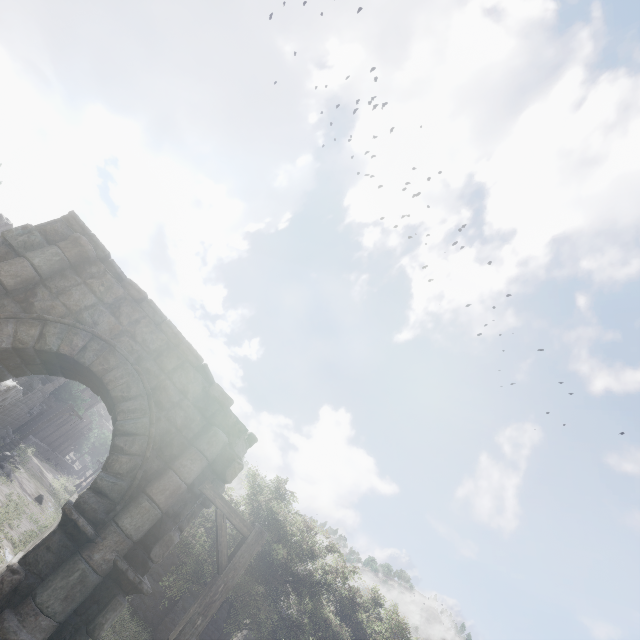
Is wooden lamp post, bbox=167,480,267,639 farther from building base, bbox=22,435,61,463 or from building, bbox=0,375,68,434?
building base, bbox=22,435,61,463

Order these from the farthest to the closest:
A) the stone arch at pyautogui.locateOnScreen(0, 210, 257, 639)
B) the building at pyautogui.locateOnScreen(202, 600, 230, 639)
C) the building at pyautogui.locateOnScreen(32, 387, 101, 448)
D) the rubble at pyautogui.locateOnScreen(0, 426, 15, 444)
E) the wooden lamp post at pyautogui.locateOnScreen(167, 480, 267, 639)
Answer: the building at pyautogui.locateOnScreen(32, 387, 101, 448) < the rubble at pyautogui.locateOnScreen(0, 426, 15, 444) < the building at pyautogui.locateOnScreen(202, 600, 230, 639) < the stone arch at pyautogui.locateOnScreen(0, 210, 257, 639) < the wooden lamp post at pyautogui.locateOnScreen(167, 480, 267, 639)

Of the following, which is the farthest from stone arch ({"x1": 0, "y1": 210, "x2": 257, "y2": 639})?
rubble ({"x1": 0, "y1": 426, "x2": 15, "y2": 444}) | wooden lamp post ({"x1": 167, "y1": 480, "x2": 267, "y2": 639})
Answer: rubble ({"x1": 0, "y1": 426, "x2": 15, "y2": 444})

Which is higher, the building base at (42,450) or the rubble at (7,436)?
the rubble at (7,436)

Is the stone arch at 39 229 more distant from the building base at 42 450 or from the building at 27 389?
the building base at 42 450

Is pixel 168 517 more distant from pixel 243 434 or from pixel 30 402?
pixel 30 402

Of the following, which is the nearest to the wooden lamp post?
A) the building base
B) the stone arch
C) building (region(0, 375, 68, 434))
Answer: the stone arch

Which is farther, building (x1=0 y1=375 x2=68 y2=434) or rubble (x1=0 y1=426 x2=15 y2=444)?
rubble (x1=0 y1=426 x2=15 y2=444)
